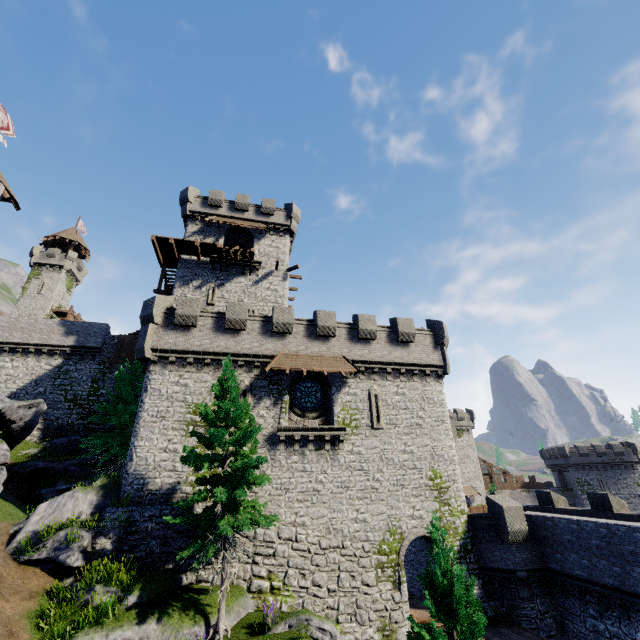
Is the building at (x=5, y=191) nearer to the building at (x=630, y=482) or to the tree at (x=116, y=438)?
the tree at (x=116, y=438)

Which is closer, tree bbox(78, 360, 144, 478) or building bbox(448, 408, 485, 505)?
tree bbox(78, 360, 144, 478)

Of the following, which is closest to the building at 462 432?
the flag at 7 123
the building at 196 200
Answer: the building at 196 200

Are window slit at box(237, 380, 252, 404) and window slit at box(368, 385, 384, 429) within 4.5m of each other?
no

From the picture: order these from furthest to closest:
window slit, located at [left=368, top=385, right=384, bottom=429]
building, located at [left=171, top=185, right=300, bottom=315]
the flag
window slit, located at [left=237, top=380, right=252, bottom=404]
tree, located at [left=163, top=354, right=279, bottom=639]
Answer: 1. building, located at [left=171, top=185, right=300, bottom=315]
2. the flag
3. window slit, located at [left=368, top=385, right=384, bottom=429]
4. window slit, located at [left=237, top=380, right=252, bottom=404]
5. tree, located at [left=163, top=354, right=279, bottom=639]

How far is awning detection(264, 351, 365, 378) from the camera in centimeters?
1970cm

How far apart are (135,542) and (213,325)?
11.6m

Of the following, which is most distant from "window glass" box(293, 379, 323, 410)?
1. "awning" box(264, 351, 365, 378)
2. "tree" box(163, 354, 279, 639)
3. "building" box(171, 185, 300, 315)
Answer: "building" box(171, 185, 300, 315)
